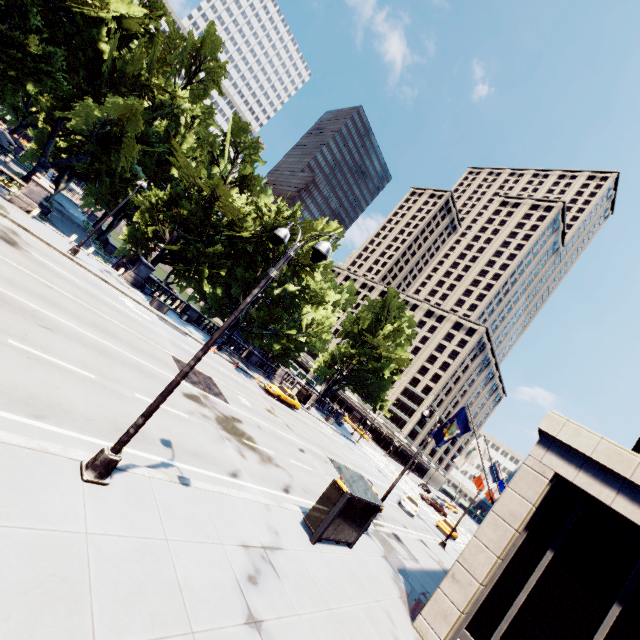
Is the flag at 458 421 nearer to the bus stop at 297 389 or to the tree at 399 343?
the tree at 399 343

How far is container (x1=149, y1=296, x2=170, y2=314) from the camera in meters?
27.5

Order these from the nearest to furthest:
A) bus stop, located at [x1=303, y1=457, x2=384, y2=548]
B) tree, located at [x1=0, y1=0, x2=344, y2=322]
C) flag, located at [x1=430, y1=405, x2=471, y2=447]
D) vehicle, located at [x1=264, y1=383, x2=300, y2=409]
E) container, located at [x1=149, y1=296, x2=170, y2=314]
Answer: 1. bus stop, located at [x1=303, y1=457, x2=384, y2=548]
2. flag, located at [x1=430, y1=405, x2=471, y2=447]
3. container, located at [x1=149, y1=296, x2=170, y2=314]
4. tree, located at [x1=0, y1=0, x2=344, y2=322]
5. vehicle, located at [x1=264, y1=383, x2=300, y2=409]

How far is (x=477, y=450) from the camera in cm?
1891

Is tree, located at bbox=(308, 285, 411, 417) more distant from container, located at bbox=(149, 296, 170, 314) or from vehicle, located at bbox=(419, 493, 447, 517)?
vehicle, located at bbox=(419, 493, 447, 517)

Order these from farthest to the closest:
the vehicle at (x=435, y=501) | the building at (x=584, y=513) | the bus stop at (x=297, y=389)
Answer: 1. the vehicle at (x=435, y=501)
2. the bus stop at (x=297, y=389)
3. the building at (x=584, y=513)

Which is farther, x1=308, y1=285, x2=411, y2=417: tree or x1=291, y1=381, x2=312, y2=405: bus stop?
x1=308, y1=285, x2=411, y2=417: tree

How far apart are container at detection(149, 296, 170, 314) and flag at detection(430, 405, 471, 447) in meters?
23.6 m
